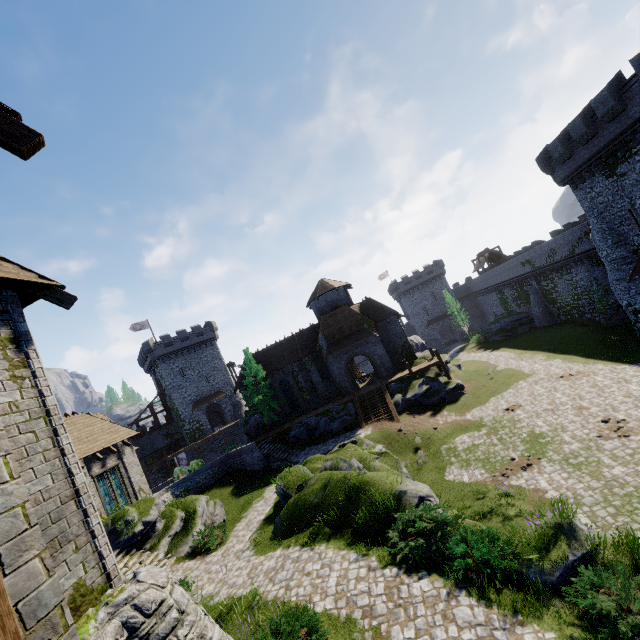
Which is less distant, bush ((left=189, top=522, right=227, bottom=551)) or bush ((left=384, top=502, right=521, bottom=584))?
bush ((left=384, top=502, right=521, bottom=584))

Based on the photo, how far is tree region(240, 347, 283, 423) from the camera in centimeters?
3538cm

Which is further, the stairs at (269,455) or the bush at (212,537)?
the stairs at (269,455)

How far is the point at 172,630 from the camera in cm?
527

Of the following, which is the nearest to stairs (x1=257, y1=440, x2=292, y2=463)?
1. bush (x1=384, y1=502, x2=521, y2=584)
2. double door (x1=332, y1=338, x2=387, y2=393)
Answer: double door (x1=332, y1=338, x2=387, y2=393)

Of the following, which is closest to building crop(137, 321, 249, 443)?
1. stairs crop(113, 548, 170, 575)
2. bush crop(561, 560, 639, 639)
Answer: stairs crop(113, 548, 170, 575)

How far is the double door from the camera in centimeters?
3434cm

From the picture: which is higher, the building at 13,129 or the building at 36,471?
the building at 13,129
